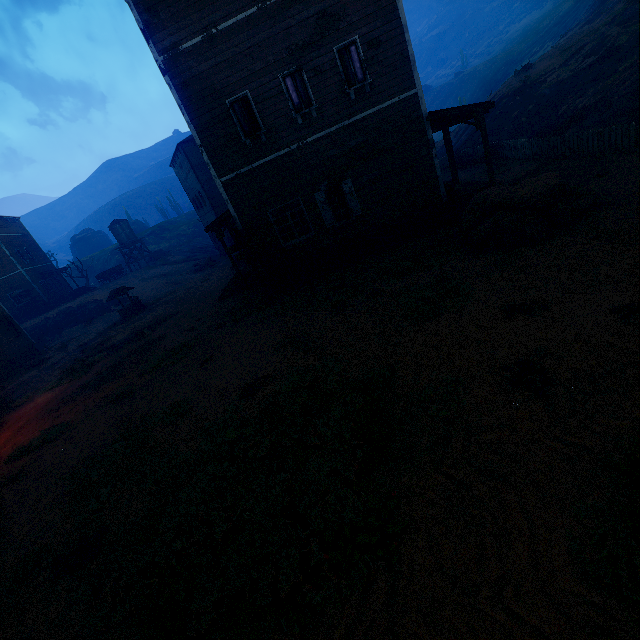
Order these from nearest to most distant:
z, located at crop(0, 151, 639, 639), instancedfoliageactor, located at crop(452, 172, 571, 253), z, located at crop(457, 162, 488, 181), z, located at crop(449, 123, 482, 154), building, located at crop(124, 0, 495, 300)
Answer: z, located at crop(0, 151, 639, 639) < instancedfoliageactor, located at crop(452, 172, 571, 253) < building, located at crop(124, 0, 495, 300) < z, located at crop(457, 162, 488, 181) < z, located at crop(449, 123, 482, 154)

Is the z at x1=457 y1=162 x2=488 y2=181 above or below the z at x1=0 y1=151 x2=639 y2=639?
above

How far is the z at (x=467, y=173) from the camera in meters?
18.2 m

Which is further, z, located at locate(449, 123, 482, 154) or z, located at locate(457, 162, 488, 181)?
z, located at locate(449, 123, 482, 154)

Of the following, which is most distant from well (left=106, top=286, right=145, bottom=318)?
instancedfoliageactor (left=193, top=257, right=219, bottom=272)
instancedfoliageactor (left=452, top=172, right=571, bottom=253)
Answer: instancedfoliageactor (left=452, top=172, right=571, bottom=253)

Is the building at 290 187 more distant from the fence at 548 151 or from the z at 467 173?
the fence at 548 151

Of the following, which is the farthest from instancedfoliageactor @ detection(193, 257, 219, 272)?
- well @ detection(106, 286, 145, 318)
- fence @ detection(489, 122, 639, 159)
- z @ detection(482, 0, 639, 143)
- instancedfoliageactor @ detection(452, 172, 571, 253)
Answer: instancedfoliageactor @ detection(452, 172, 571, 253)

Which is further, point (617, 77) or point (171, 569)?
point (617, 77)
